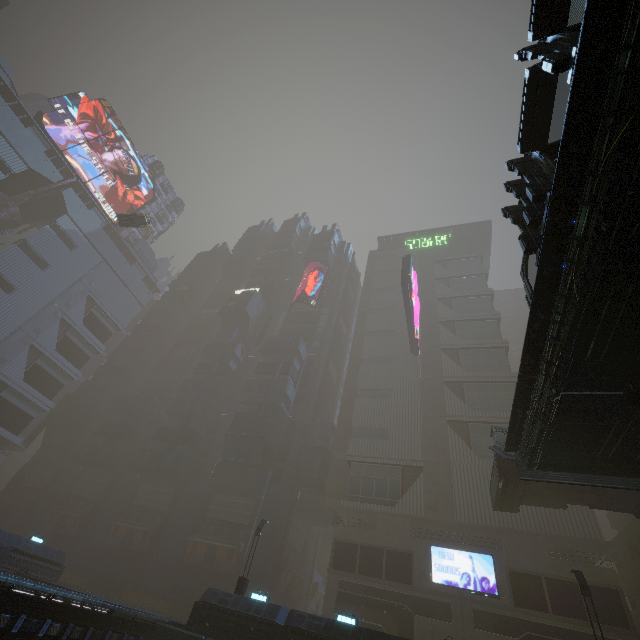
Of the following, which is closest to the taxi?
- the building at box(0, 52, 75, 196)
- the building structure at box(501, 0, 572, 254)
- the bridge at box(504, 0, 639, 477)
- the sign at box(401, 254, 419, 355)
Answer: the sign at box(401, 254, 419, 355)

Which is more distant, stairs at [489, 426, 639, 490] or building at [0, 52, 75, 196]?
building at [0, 52, 75, 196]

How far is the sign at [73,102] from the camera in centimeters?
5293cm

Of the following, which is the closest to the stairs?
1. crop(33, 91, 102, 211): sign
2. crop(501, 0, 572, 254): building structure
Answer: crop(501, 0, 572, 254): building structure

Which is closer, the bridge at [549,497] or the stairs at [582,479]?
the stairs at [582,479]

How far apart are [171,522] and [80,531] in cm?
1303

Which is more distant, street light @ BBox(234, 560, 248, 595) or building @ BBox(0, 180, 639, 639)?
building @ BBox(0, 180, 639, 639)

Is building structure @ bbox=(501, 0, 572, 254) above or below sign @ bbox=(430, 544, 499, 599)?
above
